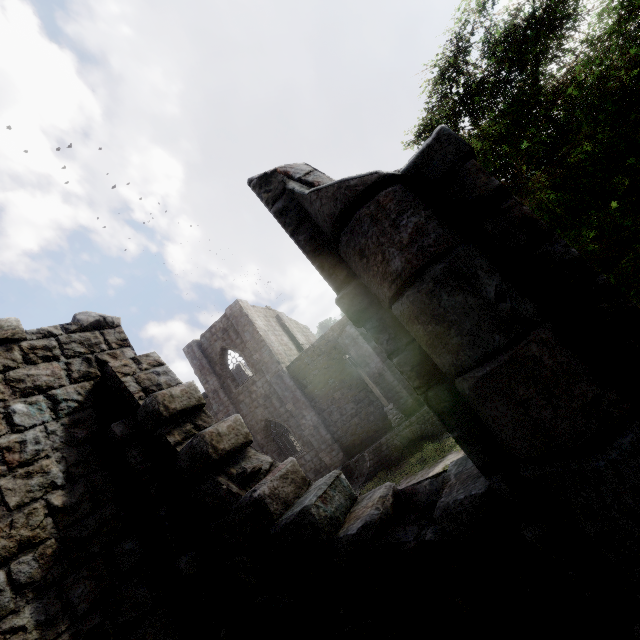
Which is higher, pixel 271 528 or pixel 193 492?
pixel 193 492

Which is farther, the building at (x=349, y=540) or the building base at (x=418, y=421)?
the building base at (x=418, y=421)

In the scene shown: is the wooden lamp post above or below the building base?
above

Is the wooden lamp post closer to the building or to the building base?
the building base

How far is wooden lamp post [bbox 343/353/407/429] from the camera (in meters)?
16.95

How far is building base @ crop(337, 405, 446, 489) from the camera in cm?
1620

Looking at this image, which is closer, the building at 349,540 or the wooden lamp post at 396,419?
the building at 349,540
